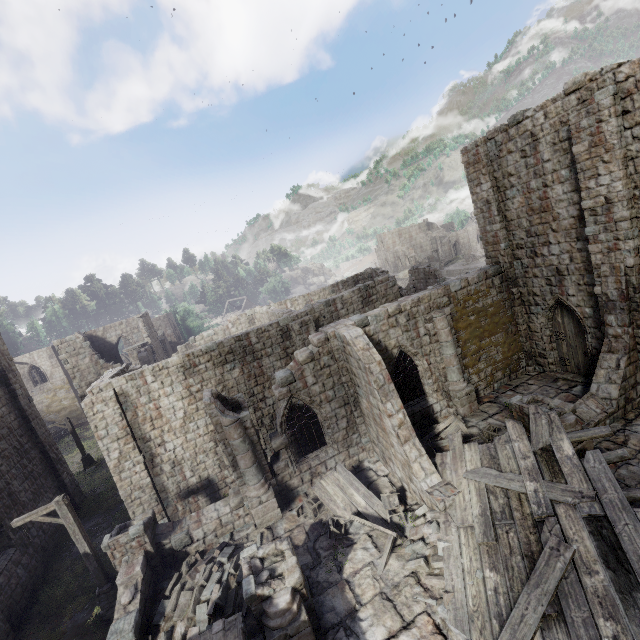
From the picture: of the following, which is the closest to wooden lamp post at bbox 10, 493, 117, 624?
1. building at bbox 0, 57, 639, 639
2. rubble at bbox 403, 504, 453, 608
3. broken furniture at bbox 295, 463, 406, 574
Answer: building at bbox 0, 57, 639, 639

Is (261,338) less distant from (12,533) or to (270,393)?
(270,393)

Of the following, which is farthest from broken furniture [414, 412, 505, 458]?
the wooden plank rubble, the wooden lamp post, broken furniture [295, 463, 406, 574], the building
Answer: the wooden lamp post

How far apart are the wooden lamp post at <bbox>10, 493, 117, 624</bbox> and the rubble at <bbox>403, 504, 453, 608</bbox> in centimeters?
991cm

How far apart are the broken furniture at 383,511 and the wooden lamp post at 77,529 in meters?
7.1 m

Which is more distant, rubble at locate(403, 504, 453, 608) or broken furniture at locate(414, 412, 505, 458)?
broken furniture at locate(414, 412, 505, 458)

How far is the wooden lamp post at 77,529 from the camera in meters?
10.5 m

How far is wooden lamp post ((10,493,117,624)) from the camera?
10.46m
